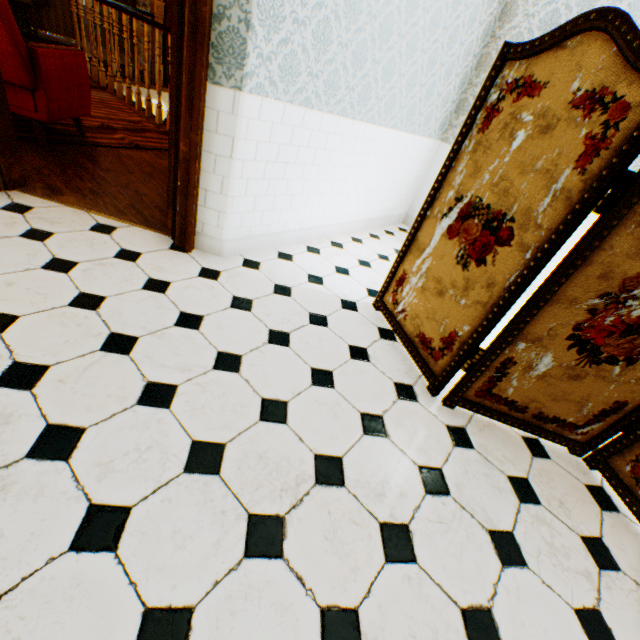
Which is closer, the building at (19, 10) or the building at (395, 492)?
the building at (395, 492)

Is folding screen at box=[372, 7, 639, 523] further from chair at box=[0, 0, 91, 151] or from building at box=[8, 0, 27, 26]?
chair at box=[0, 0, 91, 151]

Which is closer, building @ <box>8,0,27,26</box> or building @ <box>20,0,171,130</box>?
building @ <box>20,0,171,130</box>

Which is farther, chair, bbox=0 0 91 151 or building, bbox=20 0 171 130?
building, bbox=20 0 171 130

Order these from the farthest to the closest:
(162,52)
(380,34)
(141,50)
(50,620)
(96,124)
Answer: (141,50) → (162,52) → (96,124) → (380,34) → (50,620)

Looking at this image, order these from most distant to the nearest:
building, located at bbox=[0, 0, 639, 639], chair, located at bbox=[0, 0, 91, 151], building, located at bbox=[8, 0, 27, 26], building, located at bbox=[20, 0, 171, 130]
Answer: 1. building, located at bbox=[8, 0, 27, 26]
2. building, located at bbox=[20, 0, 171, 130]
3. chair, located at bbox=[0, 0, 91, 151]
4. building, located at bbox=[0, 0, 639, 639]

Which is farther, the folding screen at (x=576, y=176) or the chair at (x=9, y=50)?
the chair at (x=9, y=50)
